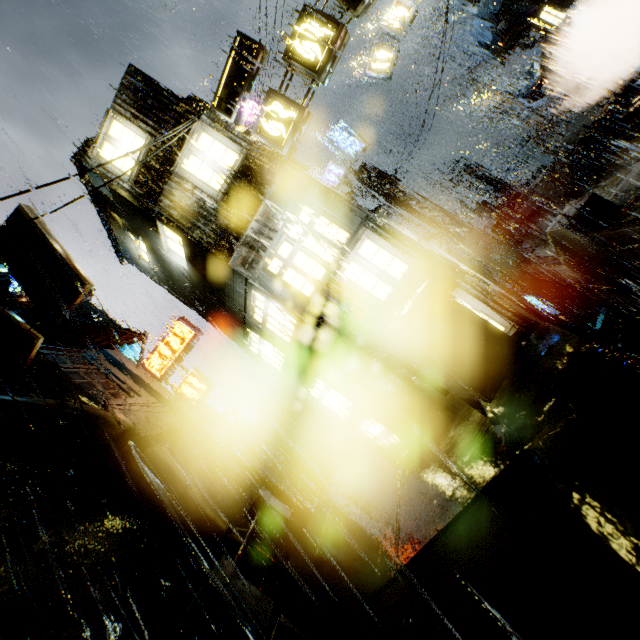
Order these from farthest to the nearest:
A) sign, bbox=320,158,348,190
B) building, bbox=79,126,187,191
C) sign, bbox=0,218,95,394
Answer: sign, bbox=320,158,348,190 < building, bbox=79,126,187,191 < sign, bbox=0,218,95,394

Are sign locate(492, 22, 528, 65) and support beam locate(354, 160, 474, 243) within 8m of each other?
yes

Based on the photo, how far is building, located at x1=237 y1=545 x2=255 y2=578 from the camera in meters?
8.3 m

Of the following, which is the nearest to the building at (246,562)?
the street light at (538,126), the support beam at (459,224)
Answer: the support beam at (459,224)

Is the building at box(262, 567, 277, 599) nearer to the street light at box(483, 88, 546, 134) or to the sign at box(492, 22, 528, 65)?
the sign at box(492, 22, 528, 65)

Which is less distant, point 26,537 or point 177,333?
point 26,537

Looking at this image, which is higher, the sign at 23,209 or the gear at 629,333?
the sign at 23,209
